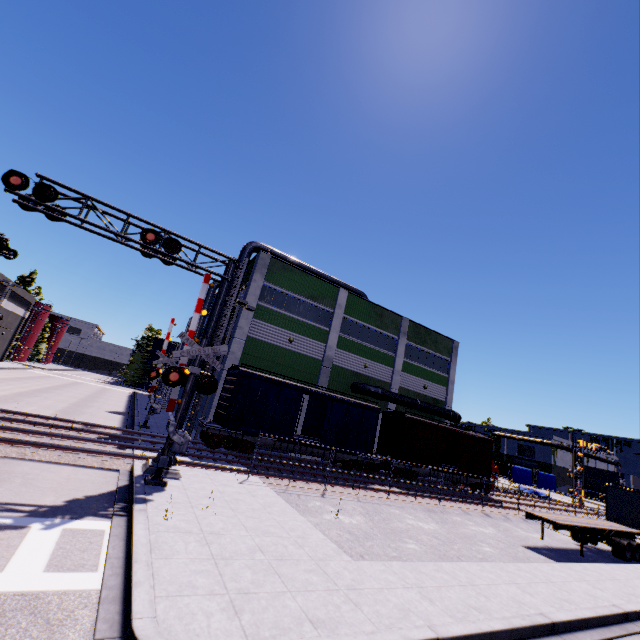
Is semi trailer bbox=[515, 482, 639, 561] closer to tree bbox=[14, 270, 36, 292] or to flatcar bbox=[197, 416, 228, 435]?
flatcar bbox=[197, 416, 228, 435]

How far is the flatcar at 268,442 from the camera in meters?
19.5 m

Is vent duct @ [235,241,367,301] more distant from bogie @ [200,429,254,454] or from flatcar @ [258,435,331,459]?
bogie @ [200,429,254,454]

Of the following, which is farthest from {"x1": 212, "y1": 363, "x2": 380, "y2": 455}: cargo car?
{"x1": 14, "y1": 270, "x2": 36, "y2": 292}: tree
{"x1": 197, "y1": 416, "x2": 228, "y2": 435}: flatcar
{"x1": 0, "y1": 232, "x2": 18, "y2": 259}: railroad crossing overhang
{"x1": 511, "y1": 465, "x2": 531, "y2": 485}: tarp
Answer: {"x1": 14, "y1": 270, "x2": 36, "y2": 292}: tree

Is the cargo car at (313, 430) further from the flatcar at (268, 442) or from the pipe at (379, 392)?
the pipe at (379, 392)

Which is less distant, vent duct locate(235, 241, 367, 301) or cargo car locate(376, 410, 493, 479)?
cargo car locate(376, 410, 493, 479)

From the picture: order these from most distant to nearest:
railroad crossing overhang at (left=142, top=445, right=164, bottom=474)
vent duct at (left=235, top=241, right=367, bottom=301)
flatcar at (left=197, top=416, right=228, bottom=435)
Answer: vent duct at (left=235, top=241, right=367, bottom=301) → flatcar at (left=197, top=416, right=228, bottom=435) → railroad crossing overhang at (left=142, top=445, right=164, bottom=474)

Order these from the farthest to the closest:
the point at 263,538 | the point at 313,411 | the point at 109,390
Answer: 1. the point at 109,390
2. the point at 313,411
3. the point at 263,538
